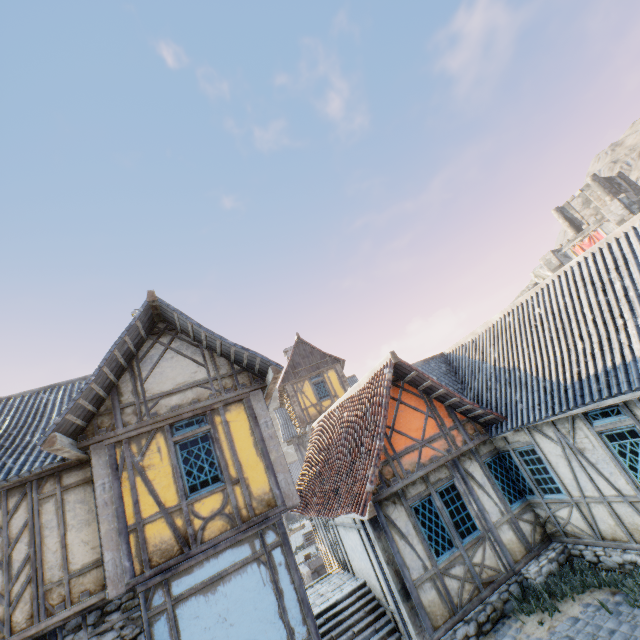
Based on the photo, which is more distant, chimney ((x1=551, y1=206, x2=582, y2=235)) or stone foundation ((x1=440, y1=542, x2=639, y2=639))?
chimney ((x1=551, y1=206, x2=582, y2=235))

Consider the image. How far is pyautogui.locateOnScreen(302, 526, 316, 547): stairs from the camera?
22.3 meters

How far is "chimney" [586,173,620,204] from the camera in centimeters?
3509cm

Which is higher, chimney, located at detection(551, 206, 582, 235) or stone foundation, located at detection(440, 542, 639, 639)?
chimney, located at detection(551, 206, 582, 235)

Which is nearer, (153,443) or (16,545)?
(16,545)

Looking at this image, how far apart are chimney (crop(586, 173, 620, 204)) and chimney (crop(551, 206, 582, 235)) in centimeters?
319cm

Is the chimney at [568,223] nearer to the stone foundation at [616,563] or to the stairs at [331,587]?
the stone foundation at [616,563]

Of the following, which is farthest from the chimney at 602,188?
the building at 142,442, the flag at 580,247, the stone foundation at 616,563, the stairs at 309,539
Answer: the building at 142,442
